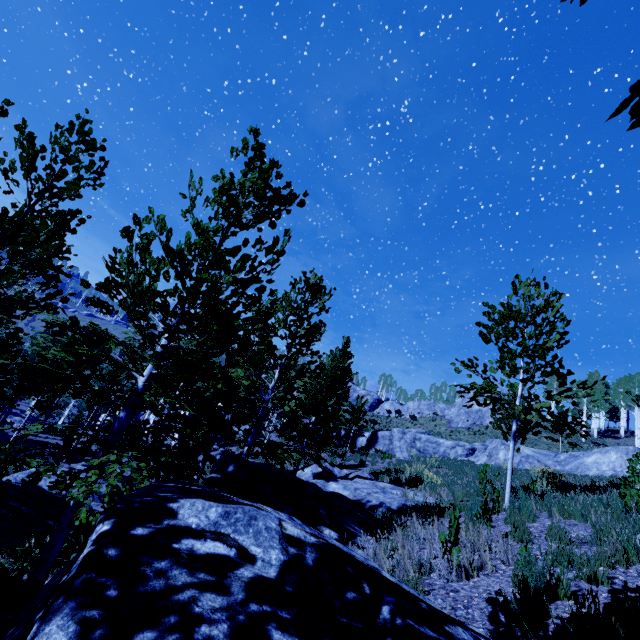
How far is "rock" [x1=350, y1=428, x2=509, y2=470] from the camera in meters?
23.1 m

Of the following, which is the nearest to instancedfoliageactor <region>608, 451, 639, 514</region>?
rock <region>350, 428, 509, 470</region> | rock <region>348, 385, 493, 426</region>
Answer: rock <region>350, 428, 509, 470</region>

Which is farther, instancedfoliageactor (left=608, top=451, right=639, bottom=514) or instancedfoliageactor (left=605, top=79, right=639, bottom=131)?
instancedfoliageactor (left=608, top=451, right=639, bottom=514)

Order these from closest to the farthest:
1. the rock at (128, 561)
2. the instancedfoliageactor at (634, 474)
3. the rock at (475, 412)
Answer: the rock at (128, 561) < the instancedfoliageactor at (634, 474) < the rock at (475, 412)

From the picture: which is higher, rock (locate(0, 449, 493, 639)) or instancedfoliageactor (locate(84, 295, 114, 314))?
instancedfoliageactor (locate(84, 295, 114, 314))

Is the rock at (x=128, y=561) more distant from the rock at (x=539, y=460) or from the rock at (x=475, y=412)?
the rock at (x=475, y=412)

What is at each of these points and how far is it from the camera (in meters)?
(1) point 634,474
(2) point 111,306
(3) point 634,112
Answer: (1) instancedfoliageactor, 6.09
(2) instancedfoliageactor, 5.54
(3) instancedfoliageactor, 0.86

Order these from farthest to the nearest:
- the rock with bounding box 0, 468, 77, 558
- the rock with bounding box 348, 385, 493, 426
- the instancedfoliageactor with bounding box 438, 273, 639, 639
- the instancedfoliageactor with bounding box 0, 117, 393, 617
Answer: the rock with bounding box 348, 385, 493, 426 → the rock with bounding box 0, 468, 77, 558 → the instancedfoliageactor with bounding box 0, 117, 393, 617 → the instancedfoliageactor with bounding box 438, 273, 639, 639
